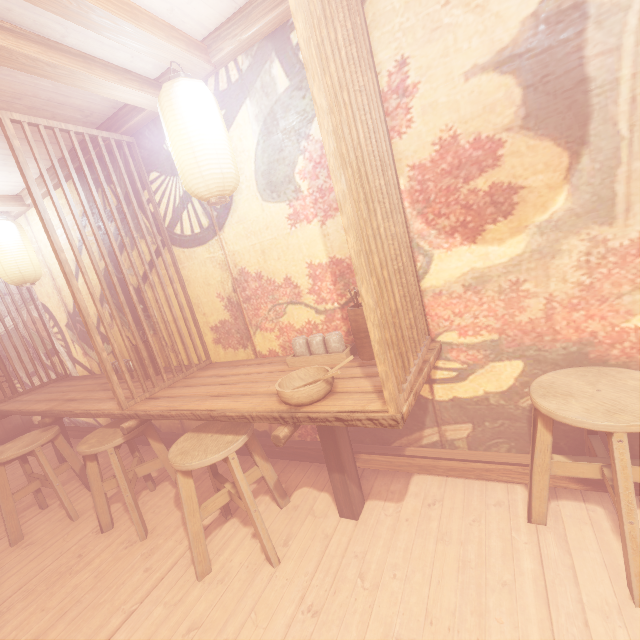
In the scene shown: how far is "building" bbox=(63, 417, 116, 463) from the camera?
7.5m

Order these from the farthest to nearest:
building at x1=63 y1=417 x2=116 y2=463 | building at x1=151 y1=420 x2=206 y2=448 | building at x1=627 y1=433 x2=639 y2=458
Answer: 1. building at x1=63 y1=417 x2=116 y2=463
2. building at x1=151 y1=420 x2=206 y2=448
3. building at x1=627 y1=433 x2=639 y2=458

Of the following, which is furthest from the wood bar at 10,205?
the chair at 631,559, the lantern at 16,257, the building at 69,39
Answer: the chair at 631,559

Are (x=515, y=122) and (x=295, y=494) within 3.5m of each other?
no

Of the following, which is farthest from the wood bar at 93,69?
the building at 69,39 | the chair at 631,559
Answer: the chair at 631,559

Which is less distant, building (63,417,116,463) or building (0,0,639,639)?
building (0,0,639,639)

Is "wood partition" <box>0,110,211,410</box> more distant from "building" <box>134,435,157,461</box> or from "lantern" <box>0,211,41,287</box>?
"lantern" <box>0,211,41,287</box>

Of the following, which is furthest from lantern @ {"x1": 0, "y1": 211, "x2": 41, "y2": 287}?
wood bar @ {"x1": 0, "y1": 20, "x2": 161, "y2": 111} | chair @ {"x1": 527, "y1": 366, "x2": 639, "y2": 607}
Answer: chair @ {"x1": 527, "y1": 366, "x2": 639, "y2": 607}
